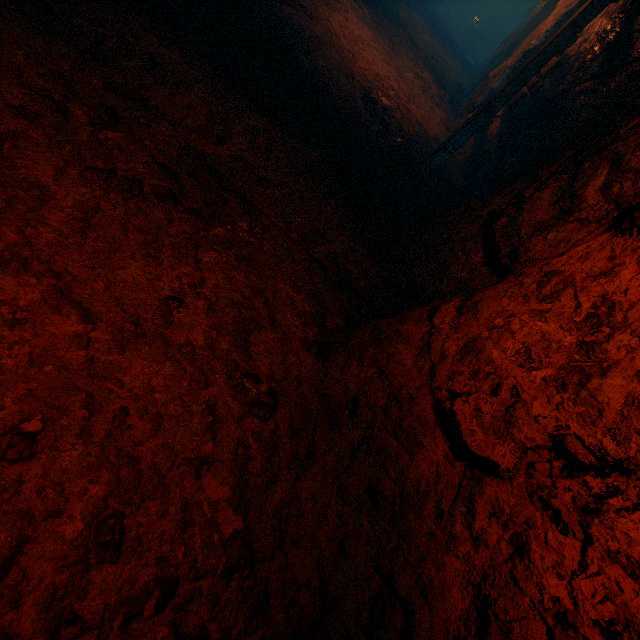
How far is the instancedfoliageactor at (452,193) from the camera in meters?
5.1 m

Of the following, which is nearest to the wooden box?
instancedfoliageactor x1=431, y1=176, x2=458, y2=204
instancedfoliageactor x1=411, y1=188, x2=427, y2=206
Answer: instancedfoliageactor x1=431, y1=176, x2=458, y2=204

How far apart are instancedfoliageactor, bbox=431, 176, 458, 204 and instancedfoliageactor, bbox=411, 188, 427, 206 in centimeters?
82cm

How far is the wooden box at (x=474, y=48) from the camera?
19.4 meters

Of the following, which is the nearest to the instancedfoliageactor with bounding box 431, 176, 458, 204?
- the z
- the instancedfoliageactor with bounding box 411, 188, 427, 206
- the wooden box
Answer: the z

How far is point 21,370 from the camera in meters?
1.4 m

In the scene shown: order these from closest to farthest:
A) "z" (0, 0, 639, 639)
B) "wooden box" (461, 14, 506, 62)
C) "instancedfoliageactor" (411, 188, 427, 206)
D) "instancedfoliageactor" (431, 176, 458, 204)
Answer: "z" (0, 0, 639, 639)
"instancedfoliageactor" (411, 188, 427, 206)
"instancedfoliageactor" (431, 176, 458, 204)
"wooden box" (461, 14, 506, 62)
